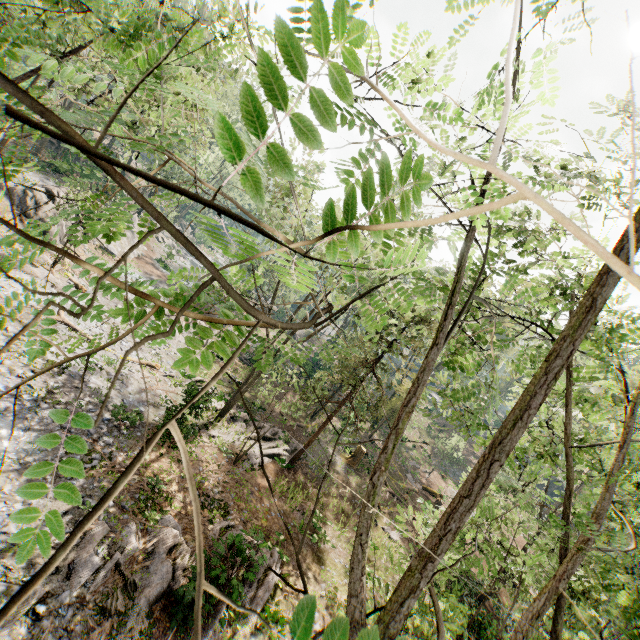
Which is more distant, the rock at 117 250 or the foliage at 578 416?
the rock at 117 250

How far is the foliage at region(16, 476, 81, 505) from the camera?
1.20m

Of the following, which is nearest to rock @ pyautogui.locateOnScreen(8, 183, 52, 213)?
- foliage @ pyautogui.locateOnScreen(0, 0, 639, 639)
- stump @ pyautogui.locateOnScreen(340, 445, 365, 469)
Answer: foliage @ pyautogui.locateOnScreen(0, 0, 639, 639)

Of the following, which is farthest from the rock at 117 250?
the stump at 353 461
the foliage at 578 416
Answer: the stump at 353 461

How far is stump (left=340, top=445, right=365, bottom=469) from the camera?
27.25m

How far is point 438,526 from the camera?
2.29m

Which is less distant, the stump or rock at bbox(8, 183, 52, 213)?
rock at bbox(8, 183, 52, 213)
